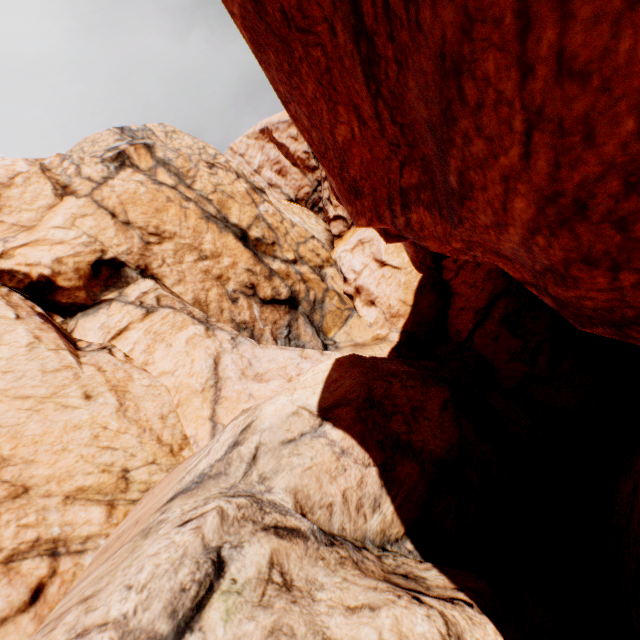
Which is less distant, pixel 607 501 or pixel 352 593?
pixel 352 593
